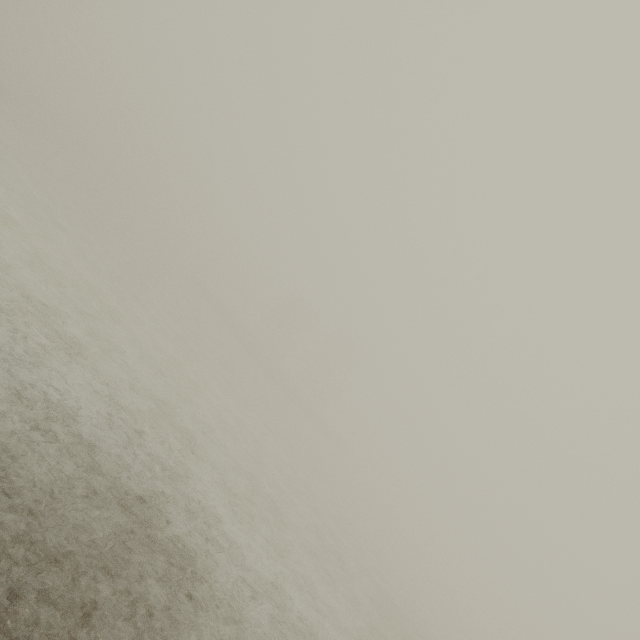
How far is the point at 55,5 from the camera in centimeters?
5691cm
